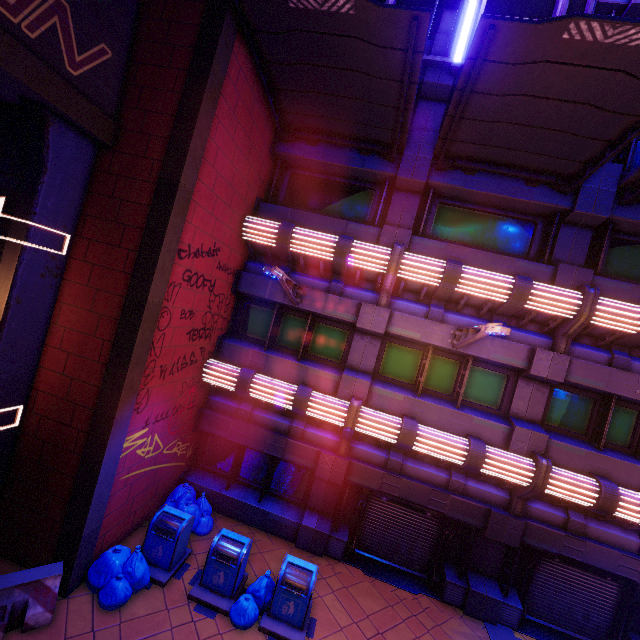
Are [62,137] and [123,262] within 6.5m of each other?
yes

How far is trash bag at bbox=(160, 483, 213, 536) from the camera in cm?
912

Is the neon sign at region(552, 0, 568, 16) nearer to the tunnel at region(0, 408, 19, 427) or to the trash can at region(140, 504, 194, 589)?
Result: the tunnel at region(0, 408, 19, 427)

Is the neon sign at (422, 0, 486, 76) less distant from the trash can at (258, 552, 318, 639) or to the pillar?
the trash can at (258, 552, 318, 639)

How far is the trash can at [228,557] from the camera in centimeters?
712cm

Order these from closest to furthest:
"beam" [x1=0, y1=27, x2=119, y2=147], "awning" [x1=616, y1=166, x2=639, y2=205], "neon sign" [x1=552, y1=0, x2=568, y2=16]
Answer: "beam" [x1=0, y1=27, x2=119, y2=147], "awning" [x1=616, y1=166, x2=639, y2=205], "neon sign" [x1=552, y1=0, x2=568, y2=16]

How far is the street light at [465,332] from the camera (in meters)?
6.21

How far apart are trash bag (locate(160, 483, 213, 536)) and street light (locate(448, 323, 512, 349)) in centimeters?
857cm
